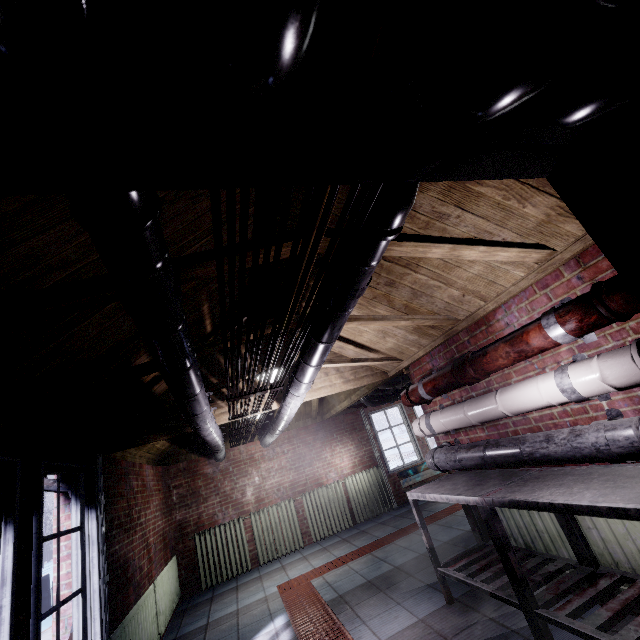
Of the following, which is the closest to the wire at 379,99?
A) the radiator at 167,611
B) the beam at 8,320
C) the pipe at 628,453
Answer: the beam at 8,320

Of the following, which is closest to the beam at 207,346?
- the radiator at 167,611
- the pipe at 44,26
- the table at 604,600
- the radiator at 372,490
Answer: the pipe at 44,26

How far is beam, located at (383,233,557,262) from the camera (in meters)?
1.66

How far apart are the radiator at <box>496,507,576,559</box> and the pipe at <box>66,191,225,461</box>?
2.5m

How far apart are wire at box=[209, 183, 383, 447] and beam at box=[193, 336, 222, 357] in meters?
0.2

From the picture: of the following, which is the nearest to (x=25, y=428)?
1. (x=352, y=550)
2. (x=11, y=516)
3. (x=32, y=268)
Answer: (x=11, y=516)

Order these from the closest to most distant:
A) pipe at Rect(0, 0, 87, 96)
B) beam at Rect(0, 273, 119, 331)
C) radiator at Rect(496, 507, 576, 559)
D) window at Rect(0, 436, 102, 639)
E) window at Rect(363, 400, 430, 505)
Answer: pipe at Rect(0, 0, 87, 96)
beam at Rect(0, 273, 119, 331)
window at Rect(0, 436, 102, 639)
radiator at Rect(496, 507, 576, 559)
window at Rect(363, 400, 430, 505)

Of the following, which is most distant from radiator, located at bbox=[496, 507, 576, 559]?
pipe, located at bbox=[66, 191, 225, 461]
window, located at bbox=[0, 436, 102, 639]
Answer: window, located at bbox=[0, 436, 102, 639]
